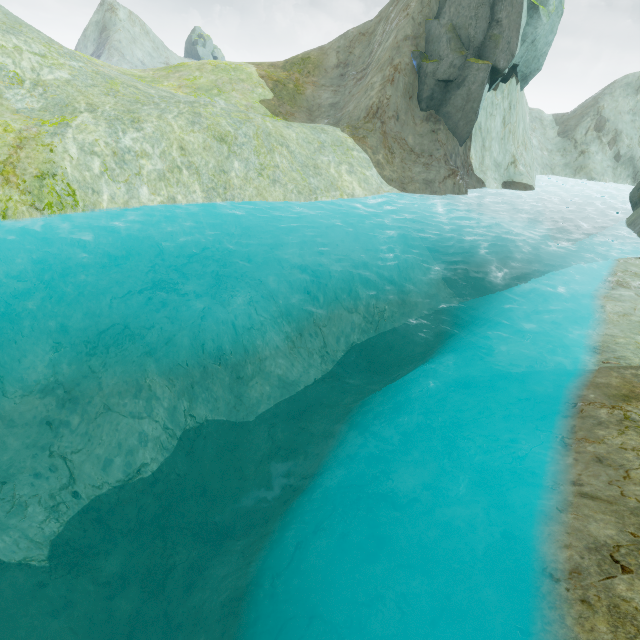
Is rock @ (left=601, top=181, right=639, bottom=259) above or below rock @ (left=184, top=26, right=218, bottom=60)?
below

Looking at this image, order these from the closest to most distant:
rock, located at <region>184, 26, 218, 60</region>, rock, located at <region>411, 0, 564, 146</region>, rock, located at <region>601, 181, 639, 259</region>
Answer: rock, located at <region>601, 181, 639, 259</region> → rock, located at <region>411, 0, 564, 146</region> → rock, located at <region>184, 26, 218, 60</region>

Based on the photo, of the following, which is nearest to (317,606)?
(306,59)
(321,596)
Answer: (321,596)

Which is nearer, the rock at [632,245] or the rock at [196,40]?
the rock at [632,245]

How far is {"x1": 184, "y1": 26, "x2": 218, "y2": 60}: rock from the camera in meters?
58.3 m

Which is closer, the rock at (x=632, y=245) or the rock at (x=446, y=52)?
the rock at (x=632, y=245)

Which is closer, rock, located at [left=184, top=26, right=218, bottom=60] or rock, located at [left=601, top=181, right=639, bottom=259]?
rock, located at [left=601, top=181, right=639, bottom=259]
